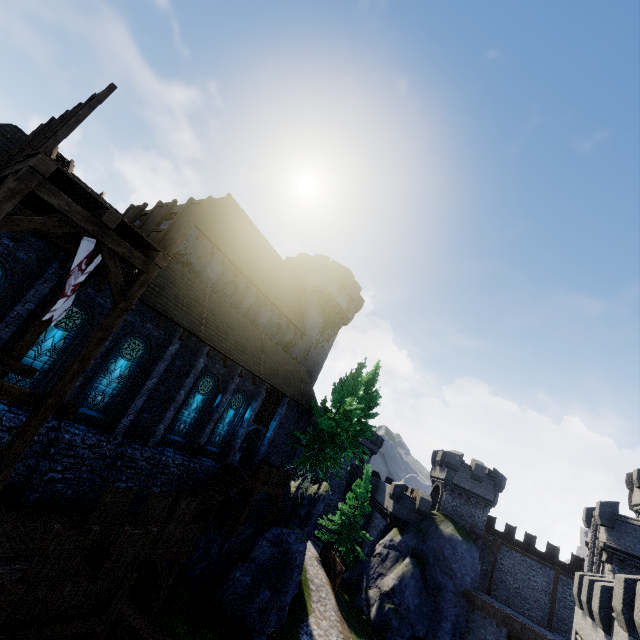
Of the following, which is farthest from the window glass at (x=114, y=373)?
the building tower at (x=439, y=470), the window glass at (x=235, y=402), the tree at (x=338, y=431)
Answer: the building tower at (x=439, y=470)

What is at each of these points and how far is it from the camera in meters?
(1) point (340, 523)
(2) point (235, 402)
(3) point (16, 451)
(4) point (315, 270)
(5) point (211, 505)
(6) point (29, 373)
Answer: (1) tree, 34.3
(2) window glass, 21.3
(3) wooden post, 6.9
(4) building, 33.4
(5) stairs, 17.2
(6) wooden beam, 9.8

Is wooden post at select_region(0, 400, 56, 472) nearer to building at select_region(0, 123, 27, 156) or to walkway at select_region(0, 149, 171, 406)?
walkway at select_region(0, 149, 171, 406)

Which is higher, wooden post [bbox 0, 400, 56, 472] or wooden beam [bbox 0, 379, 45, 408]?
wooden beam [bbox 0, 379, 45, 408]

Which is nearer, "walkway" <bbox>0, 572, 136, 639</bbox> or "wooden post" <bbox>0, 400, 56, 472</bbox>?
"wooden post" <bbox>0, 400, 56, 472</bbox>

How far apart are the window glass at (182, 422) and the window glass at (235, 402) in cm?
153

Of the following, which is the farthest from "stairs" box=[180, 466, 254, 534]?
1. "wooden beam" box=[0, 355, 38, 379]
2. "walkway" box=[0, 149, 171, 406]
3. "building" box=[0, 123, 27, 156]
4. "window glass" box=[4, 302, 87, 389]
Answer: "walkway" box=[0, 149, 171, 406]

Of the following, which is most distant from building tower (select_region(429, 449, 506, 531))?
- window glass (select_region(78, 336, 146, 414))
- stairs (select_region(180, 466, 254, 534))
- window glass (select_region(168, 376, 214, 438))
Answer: window glass (select_region(78, 336, 146, 414))
